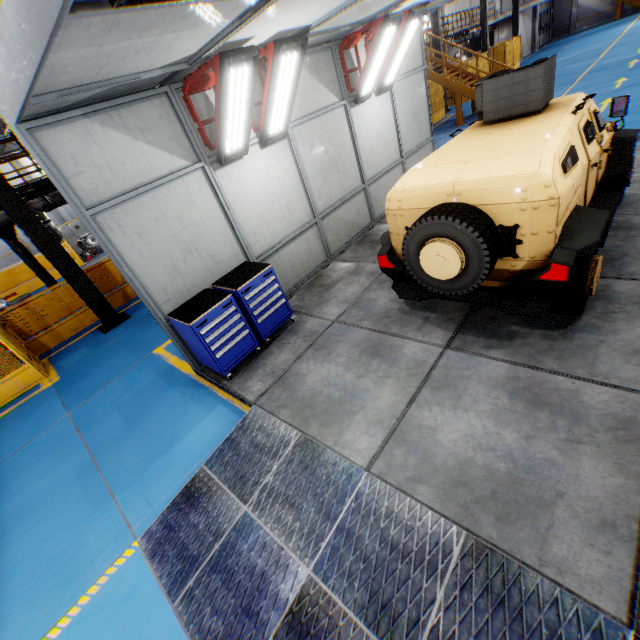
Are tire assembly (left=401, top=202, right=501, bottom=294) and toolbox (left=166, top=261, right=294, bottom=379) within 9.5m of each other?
yes

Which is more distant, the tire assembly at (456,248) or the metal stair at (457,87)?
the metal stair at (457,87)

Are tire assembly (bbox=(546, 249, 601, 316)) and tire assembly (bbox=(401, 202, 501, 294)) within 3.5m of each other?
yes

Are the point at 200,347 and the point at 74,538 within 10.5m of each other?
yes

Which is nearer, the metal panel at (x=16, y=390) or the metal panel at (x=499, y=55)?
the metal panel at (x=16, y=390)

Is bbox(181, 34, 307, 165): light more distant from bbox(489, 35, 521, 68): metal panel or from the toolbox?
bbox(489, 35, 521, 68): metal panel

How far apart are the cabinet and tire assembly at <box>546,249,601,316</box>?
23.6 meters

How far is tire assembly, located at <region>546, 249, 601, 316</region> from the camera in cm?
352
